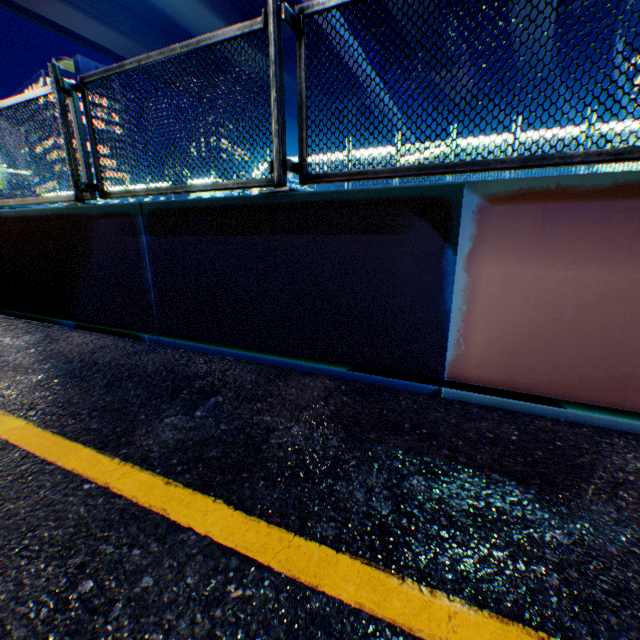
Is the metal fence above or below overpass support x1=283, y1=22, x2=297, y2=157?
below

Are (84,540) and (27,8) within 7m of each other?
no

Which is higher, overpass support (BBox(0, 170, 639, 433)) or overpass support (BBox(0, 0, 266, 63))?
overpass support (BBox(0, 0, 266, 63))

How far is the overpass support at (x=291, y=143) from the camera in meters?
24.7

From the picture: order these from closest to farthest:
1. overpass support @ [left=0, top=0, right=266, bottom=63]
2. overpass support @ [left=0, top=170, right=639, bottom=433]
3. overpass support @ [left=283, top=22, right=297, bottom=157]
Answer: overpass support @ [left=0, top=170, right=639, bottom=433] → overpass support @ [left=0, top=0, right=266, bottom=63] → overpass support @ [left=283, top=22, right=297, bottom=157]

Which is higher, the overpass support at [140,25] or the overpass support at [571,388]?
the overpass support at [140,25]

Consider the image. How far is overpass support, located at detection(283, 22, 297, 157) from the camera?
24.7m

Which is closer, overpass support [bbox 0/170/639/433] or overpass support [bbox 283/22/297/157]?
overpass support [bbox 0/170/639/433]
